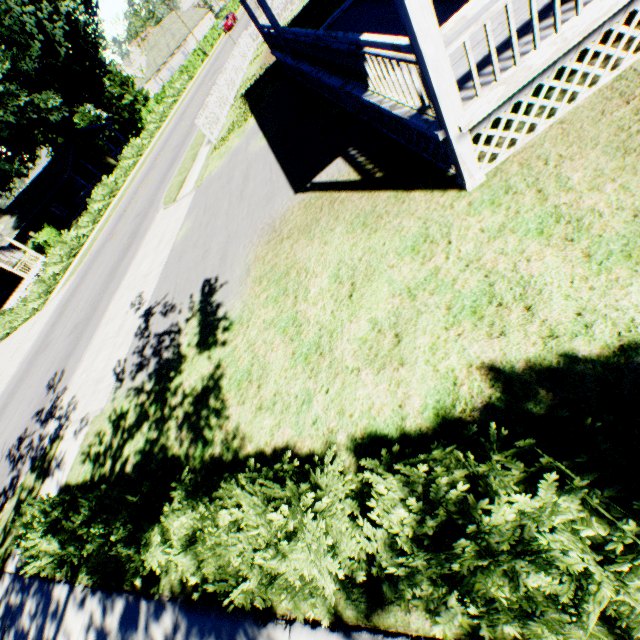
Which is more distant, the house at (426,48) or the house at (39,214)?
the house at (39,214)

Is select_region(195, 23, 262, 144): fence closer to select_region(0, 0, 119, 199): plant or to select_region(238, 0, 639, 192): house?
select_region(0, 0, 119, 199): plant

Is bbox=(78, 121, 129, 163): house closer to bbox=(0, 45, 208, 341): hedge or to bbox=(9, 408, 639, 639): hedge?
bbox=(0, 45, 208, 341): hedge

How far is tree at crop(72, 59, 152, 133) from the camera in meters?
48.0

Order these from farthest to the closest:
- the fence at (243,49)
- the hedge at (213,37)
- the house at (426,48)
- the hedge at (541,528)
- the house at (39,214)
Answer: the hedge at (213,37)
the house at (39,214)
the fence at (243,49)
the house at (426,48)
the hedge at (541,528)

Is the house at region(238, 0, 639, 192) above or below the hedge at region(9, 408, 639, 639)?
above

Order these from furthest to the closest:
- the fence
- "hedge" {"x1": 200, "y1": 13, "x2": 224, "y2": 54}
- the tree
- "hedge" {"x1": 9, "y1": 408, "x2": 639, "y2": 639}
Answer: "hedge" {"x1": 200, "y1": 13, "x2": 224, "y2": 54} → the tree → the fence → "hedge" {"x1": 9, "y1": 408, "x2": 639, "y2": 639}

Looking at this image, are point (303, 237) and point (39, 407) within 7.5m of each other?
no
